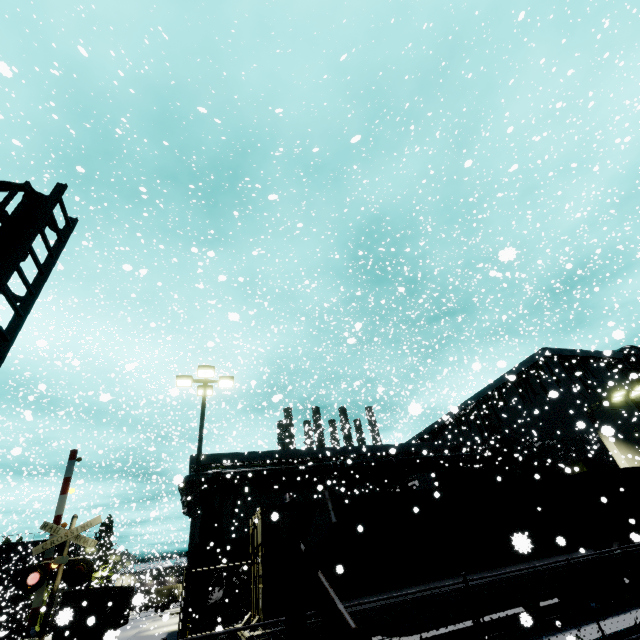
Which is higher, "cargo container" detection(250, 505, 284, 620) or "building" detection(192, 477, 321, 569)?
"building" detection(192, 477, 321, 569)

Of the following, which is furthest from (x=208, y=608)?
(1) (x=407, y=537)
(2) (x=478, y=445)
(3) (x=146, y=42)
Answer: (3) (x=146, y=42)

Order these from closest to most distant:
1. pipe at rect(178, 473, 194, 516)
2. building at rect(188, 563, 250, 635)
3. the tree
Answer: building at rect(188, 563, 250, 635) → the tree → pipe at rect(178, 473, 194, 516)

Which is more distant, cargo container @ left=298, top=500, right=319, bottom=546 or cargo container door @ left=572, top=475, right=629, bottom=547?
cargo container door @ left=572, top=475, right=629, bottom=547

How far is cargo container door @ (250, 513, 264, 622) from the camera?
8.5m

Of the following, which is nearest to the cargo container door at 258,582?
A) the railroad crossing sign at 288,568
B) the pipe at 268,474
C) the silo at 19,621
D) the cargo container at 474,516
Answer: the cargo container at 474,516

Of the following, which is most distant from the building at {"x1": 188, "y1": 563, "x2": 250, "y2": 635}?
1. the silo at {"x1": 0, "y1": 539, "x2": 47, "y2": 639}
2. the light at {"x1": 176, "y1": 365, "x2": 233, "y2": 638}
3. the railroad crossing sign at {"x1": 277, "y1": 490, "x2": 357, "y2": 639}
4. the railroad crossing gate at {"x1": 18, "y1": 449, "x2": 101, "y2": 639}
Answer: the light at {"x1": 176, "y1": 365, "x2": 233, "y2": 638}

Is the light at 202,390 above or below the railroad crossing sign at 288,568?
above
